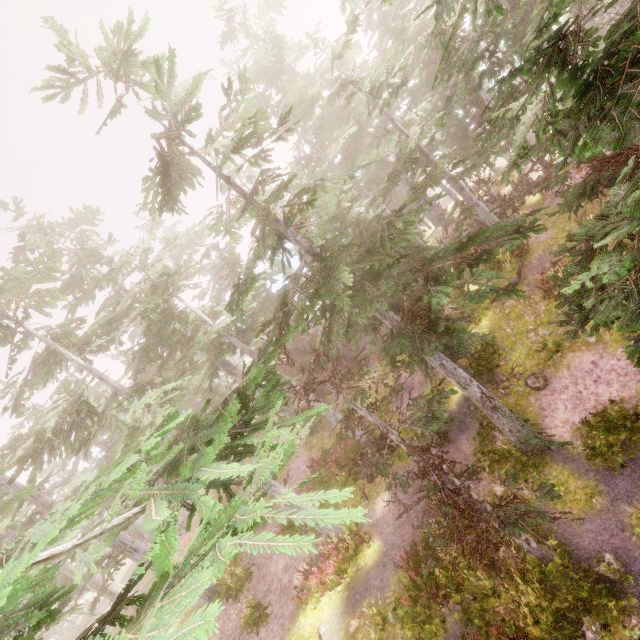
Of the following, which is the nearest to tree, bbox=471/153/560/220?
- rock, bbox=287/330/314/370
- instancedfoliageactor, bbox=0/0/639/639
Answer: instancedfoliageactor, bbox=0/0/639/639

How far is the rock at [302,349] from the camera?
28.7m

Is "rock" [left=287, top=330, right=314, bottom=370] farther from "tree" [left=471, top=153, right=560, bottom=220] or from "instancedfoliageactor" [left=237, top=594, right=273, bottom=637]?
"tree" [left=471, top=153, right=560, bottom=220]

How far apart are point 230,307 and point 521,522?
10.3 meters

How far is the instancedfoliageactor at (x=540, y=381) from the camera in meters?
13.3

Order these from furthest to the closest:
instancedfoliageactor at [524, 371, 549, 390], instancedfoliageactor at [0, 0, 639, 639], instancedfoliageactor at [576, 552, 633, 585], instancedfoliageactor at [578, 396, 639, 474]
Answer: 1. instancedfoliageactor at [524, 371, 549, 390]
2. instancedfoliageactor at [578, 396, 639, 474]
3. instancedfoliageactor at [576, 552, 633, 585]
4. instancedfoliageactor at [0, 0, 639, 639]

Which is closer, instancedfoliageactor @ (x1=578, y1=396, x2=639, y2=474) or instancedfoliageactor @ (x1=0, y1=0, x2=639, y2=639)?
instancedfoliageactor @ (x1=0, y1=0, x2=639, y2=639)
